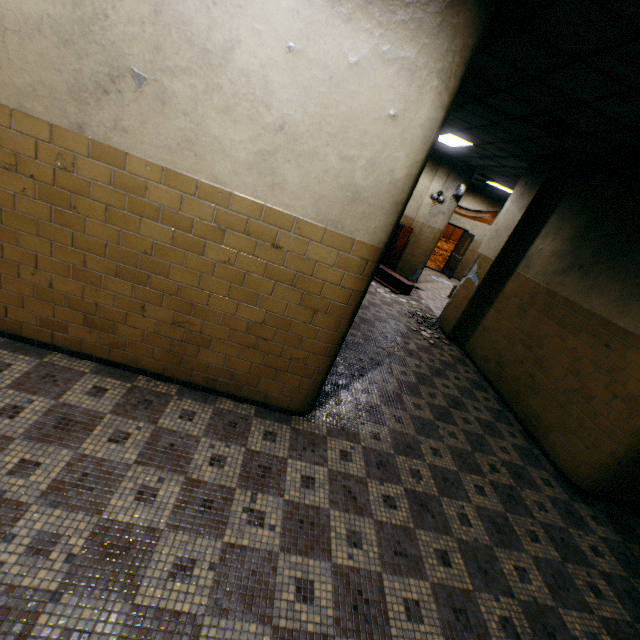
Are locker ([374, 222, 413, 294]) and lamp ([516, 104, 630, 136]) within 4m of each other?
no

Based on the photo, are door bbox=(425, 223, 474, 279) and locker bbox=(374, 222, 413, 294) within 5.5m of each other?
yes

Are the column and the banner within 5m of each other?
no

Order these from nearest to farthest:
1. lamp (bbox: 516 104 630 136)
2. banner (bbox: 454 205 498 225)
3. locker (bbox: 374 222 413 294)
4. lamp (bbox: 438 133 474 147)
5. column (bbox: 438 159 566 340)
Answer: lamp (bbox: 516 104 630 136) < column (bbox: 438 159 566 340) < lamp (bbox: 438 133 474 147) < locker (bbox: 374 222 413 294) < banner (bbox: 454 205 498 225)

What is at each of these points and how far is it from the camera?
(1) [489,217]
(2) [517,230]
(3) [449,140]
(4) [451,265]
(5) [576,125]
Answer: (1) banner, 14.2m
(2) column, 6.4m
(3) lamp, 7.8m
(4) door, 14.8m
(5) lamp, 4.2m

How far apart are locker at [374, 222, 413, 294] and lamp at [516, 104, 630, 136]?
4.88m

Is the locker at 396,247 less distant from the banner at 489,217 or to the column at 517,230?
the column at 517,230

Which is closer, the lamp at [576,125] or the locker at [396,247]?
the lamp at [576,125]
